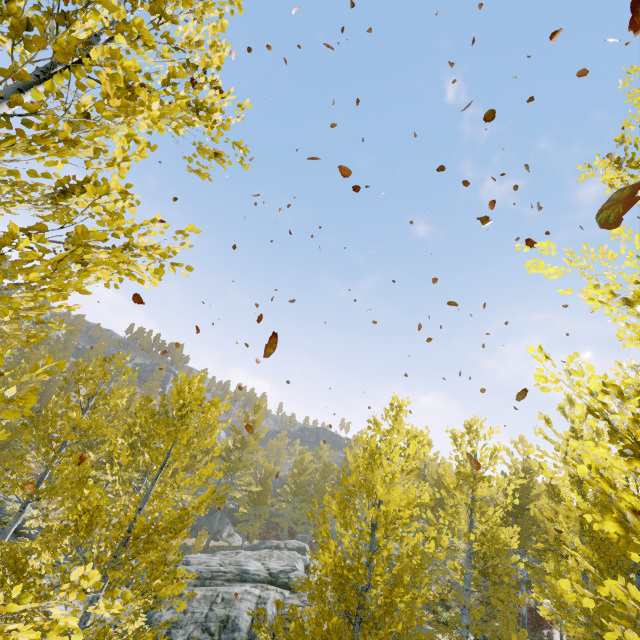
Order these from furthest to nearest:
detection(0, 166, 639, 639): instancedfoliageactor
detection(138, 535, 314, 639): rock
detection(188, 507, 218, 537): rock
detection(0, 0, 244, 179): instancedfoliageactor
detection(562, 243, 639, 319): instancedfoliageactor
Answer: detection(188, 507, 218, 537): rock < detection(138, 535, 314, 639): rock < detection(562, 243, 639, 319): instancedfoliageactor < detection(0, 166, 639, 639): instancedfoliageactor < detection(0, 0, 244, 179): instancedfoliageactor

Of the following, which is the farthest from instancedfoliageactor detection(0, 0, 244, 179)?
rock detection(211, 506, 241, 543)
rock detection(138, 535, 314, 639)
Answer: rock detection(211, 506, 241, 543)

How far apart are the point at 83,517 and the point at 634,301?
7.6m

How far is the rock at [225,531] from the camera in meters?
30.6

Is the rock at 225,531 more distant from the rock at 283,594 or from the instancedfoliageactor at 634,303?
the rock at 283,594

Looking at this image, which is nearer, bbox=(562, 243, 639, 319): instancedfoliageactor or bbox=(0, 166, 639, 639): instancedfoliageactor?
bbox=(0, 166, 639, 639): instancedfoliageactor
